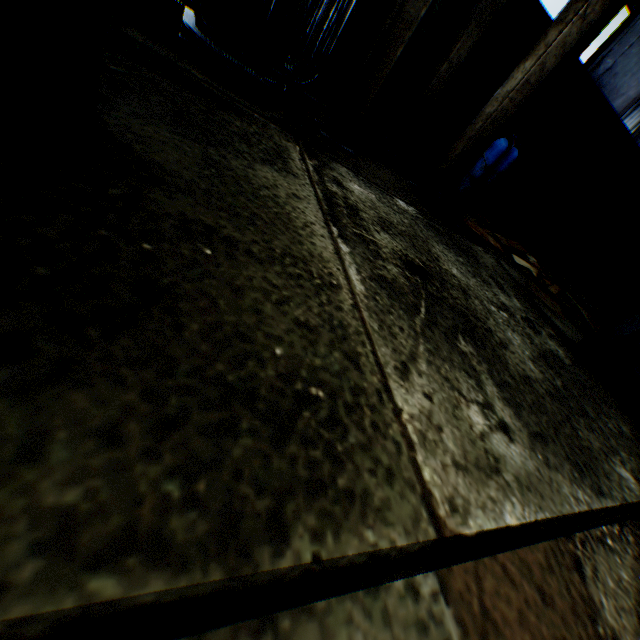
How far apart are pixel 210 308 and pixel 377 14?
7.3m

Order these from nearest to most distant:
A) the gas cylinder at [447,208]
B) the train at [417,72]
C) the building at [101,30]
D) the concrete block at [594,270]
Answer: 1. the building at [101,30]
2. the gas cylinder at [447,208]
3. the train at [417,72]
4. the concrete block at [594,270]

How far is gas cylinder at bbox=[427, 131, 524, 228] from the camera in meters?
4.9

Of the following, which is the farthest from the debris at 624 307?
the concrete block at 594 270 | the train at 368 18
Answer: the train at 368 18

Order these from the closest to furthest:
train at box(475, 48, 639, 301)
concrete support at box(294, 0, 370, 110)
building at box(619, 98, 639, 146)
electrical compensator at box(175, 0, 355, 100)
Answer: electrical compensator at box(175, 0, 355, 100)
concrete support at box(294, 0, 370, 110)
train at box(475, 48, 639, 301)
building at box(619, 98, 639, 146)

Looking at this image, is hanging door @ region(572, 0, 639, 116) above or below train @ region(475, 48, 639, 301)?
above

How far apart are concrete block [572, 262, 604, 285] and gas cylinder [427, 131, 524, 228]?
10.2 meters

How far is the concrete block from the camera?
12.2m
